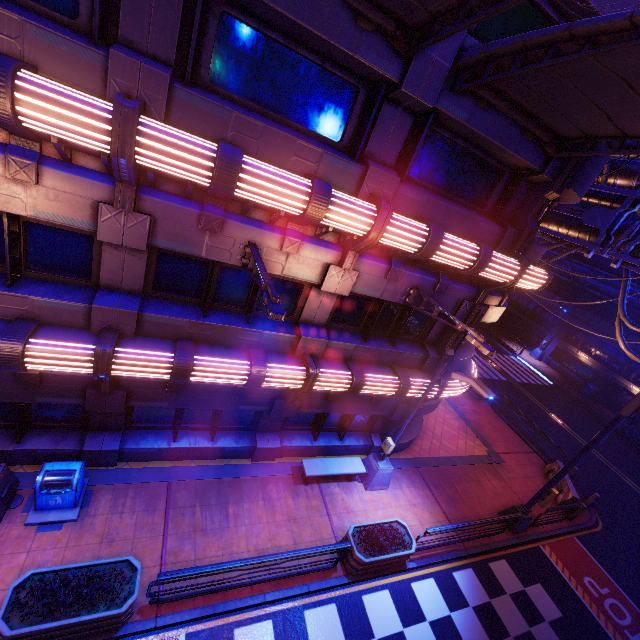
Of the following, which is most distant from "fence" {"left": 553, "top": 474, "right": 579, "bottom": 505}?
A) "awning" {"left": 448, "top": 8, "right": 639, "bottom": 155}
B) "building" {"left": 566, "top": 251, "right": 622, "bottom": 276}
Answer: "building" {"left": 566, "top": 251, "right": 622, "bottom": 276}

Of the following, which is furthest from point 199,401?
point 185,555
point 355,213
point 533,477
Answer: point 533,477

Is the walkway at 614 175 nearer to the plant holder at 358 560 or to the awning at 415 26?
the awning at 415 26

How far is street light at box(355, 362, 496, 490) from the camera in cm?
907

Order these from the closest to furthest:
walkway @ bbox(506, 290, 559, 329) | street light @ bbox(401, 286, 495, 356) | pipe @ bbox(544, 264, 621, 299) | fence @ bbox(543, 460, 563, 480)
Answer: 1. street light @ bbox(401, 286, 495, 356)
2. fence @ bbox(543, 460, 563, 480)
3. pipe @ bbox(544, 264, 621, 299)
4. walkway @ bbox(506, 290, 559, 329)

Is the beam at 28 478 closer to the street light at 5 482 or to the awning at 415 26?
the street light at 5 482

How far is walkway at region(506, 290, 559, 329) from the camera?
35.4 meters

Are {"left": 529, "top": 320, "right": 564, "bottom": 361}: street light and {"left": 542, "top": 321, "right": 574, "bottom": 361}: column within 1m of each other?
yes
